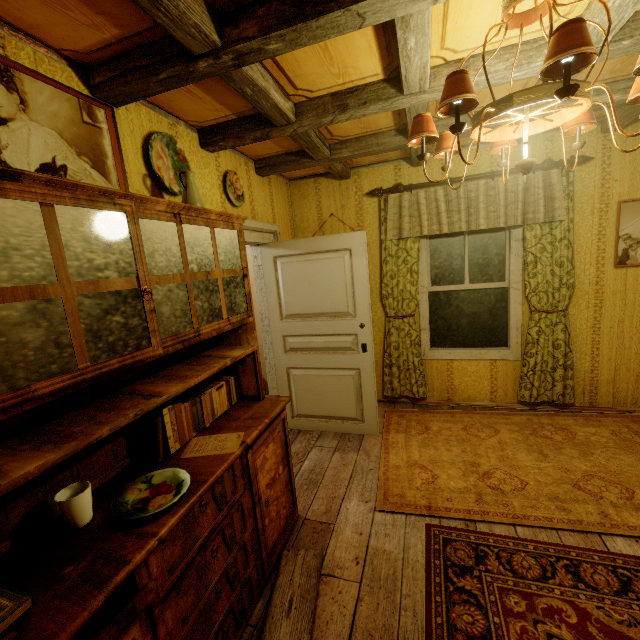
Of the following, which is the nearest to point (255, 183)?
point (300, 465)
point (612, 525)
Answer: point (300, 465)

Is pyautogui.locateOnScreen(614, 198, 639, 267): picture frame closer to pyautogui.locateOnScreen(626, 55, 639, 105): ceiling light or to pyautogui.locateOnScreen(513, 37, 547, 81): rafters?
pyautogui.locateOnScreen(513, 37, 547, 81): rafters

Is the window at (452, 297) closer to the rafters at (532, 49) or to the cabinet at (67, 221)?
the rafters at (532, 49)

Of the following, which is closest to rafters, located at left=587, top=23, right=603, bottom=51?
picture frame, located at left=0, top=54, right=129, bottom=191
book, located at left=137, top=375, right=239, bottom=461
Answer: picture frame, located at left=0, top=54, right=129, bottom=191

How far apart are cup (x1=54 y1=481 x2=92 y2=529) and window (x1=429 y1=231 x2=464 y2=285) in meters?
3.5

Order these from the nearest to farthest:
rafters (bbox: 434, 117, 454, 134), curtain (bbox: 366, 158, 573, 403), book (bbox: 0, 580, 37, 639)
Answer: book (bbox: 0, 580, 37, 639)
rafters (bbox: 434, 117, 454, 134)
curtain (bbox: 366, 158, 573, 403)

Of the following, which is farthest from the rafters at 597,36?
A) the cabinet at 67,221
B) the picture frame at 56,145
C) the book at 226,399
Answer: the book at 226,399

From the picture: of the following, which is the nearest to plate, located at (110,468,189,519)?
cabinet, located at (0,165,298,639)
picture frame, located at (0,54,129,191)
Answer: cabinet, located at (0,165,298,639)
